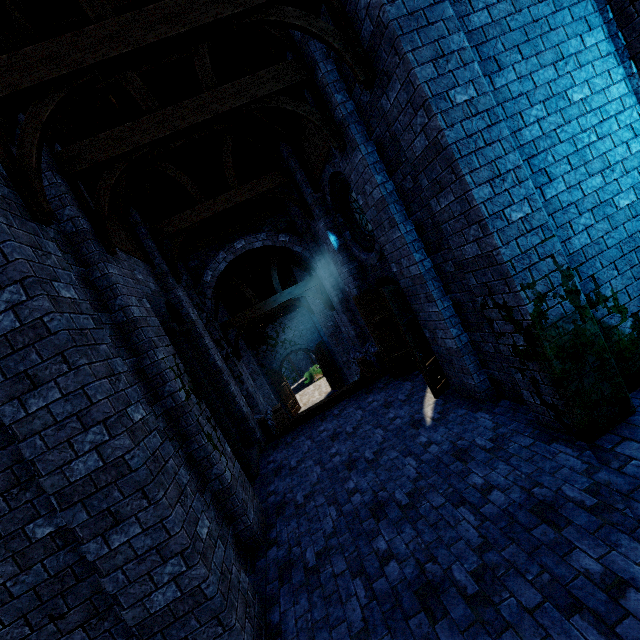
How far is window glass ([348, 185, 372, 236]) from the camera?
7.90m

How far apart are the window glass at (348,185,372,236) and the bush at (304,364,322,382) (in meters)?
21.29

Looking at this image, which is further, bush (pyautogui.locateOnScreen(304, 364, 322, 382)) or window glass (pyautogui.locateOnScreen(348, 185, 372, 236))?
bush (pyautogui.locateOnScreen(304, 364, 322, 382))

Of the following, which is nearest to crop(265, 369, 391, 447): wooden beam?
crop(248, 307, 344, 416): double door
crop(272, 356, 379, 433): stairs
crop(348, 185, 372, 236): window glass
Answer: crop(272, 356, 379, 433): stairs

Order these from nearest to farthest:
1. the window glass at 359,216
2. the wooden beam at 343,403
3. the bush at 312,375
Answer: the window glass at 359,216, the wooden beam at 343,403, the bush at 312,375

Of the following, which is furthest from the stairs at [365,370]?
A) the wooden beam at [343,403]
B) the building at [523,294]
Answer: the building at [523,294]

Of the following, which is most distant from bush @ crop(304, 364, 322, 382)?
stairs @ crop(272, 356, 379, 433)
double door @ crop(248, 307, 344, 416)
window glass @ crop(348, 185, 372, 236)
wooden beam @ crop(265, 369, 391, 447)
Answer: window glass @ crop(348, 185, 372, 236)

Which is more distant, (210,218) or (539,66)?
(210,218)
